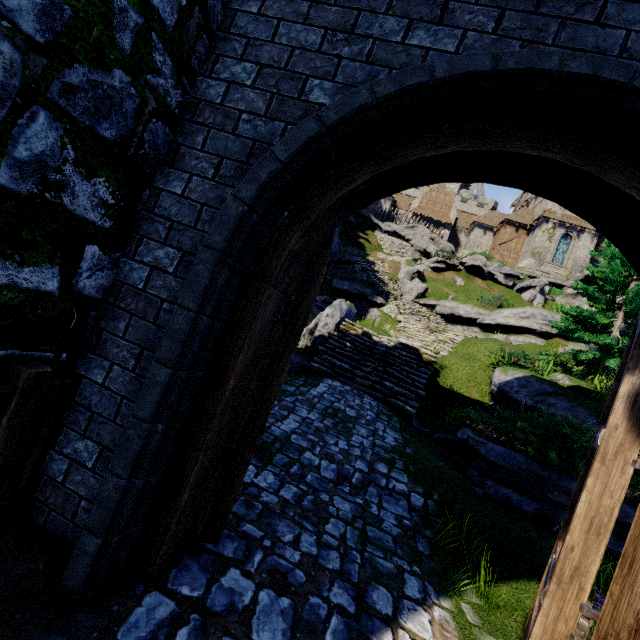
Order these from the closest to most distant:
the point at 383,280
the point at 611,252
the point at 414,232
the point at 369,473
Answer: the point at 369,473, the point at 611,252, the point at 383,280, the point at 414,232

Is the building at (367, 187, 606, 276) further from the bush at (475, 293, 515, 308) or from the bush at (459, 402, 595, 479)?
the bush at (459, 402, 595, 479)

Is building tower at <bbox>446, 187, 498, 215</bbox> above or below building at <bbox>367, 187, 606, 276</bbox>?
above

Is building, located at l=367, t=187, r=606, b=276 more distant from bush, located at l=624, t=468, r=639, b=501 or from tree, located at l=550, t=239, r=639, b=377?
bush, located at l=624, t=468, r=639, b=501

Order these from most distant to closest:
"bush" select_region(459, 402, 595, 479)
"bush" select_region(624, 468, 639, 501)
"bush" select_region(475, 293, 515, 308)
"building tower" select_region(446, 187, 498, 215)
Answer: "building tower" select_region(446, 187, 498, 215), "bush" select_region(475, 293, 515, 308), "bush" select_region(459, 402, 595, 479), "bush" select_region(624, 468, 639, 501)

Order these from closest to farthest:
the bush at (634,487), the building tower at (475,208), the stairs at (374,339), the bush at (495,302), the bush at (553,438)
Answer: the bush at (634,487) < the bush at (553,438) < the stairs at (374,339) < the bush at (495,302) < the building tower at (475,208)

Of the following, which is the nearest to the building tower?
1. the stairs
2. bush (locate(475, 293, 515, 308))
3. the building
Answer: the building

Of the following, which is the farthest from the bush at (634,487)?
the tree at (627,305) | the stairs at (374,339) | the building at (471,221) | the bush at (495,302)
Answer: the building at (471,221)
